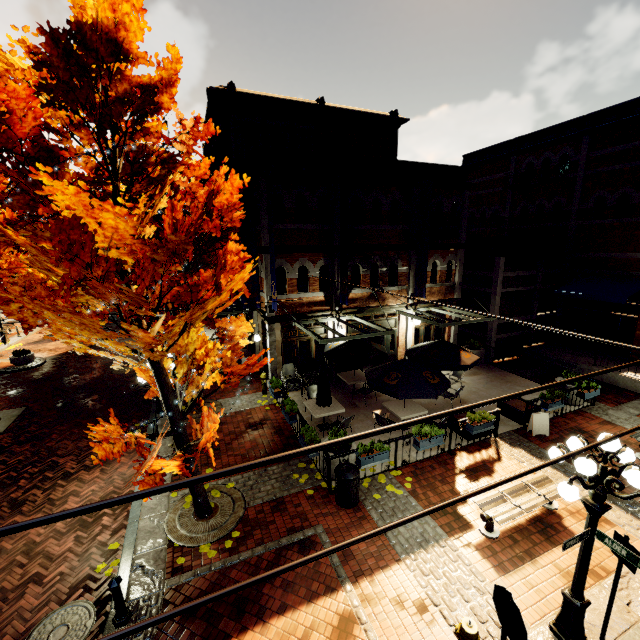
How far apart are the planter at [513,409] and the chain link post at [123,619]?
11.9 meters

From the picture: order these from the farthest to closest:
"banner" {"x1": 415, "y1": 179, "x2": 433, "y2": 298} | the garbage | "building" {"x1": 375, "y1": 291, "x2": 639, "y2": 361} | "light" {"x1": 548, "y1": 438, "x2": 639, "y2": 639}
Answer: "building" {"x1": 375, "y1": 291, "x2": 639, "y2": 361} < "banner" {"x1": 415, "y1": 179, "x2": 433, "y2": 298} < the garbage < "light" {"x1": 548, "y1": 438, "x2": 639, "y2": 639}

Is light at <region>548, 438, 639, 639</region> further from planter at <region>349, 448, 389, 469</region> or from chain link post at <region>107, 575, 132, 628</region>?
chain link post at <region>107, 575, 132, 628</region>

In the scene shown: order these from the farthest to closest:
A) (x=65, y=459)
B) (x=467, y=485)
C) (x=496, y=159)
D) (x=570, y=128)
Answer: (x=496, y=159)
(x=570, y=128)
(x=65, y=459)
(x=467, y=485)

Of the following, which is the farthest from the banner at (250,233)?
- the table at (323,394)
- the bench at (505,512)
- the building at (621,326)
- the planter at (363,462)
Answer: the bench at (505,512)

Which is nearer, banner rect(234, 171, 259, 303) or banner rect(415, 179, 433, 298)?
banner rect(234, 171, 259, 303)

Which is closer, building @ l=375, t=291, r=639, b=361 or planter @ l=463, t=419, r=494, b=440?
planter @ l=463, t=419, r=494, b=440

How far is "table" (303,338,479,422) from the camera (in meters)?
9.79
